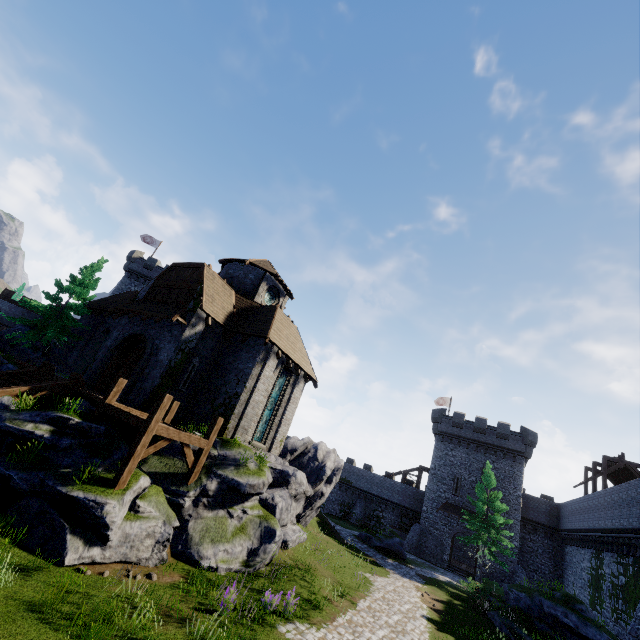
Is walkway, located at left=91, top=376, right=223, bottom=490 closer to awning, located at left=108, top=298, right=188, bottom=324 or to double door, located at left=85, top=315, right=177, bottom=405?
double door, located at left=85, top=315, right=177, bottom=405

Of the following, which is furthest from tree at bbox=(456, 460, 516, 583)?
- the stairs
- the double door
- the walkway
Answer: the stairs

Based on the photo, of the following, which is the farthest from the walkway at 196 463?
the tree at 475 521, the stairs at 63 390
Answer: the tree at 475 521

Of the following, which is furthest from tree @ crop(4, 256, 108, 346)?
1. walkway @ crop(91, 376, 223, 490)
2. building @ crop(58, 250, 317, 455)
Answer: walkway @ crop(91, 376, 223, 490)

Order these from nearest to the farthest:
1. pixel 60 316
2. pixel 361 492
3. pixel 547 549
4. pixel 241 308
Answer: pixel 241 308 → pixel 60 316 → pixel 547 549 → pixel 361 492

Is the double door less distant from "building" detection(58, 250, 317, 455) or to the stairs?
"building" detection(58, 250, 317, 455)

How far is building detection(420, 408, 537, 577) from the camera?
35.3m

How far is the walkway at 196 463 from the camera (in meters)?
10.68
